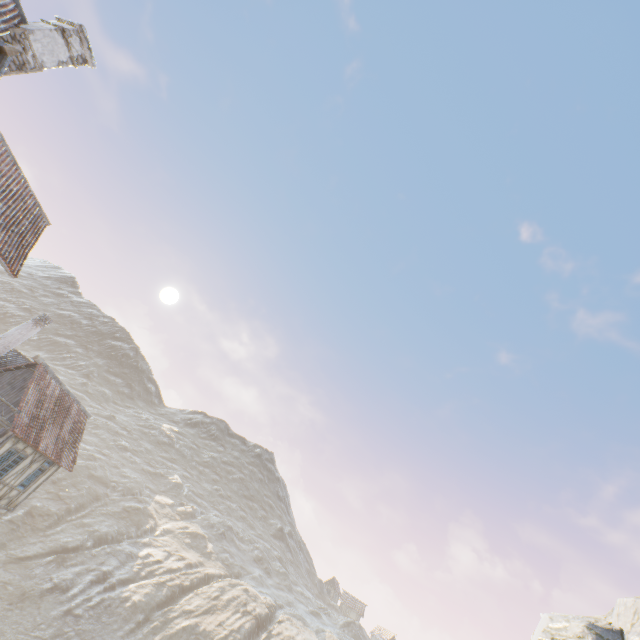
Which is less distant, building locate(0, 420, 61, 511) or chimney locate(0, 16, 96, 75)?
chimney locate(0, 16, 96, 75)

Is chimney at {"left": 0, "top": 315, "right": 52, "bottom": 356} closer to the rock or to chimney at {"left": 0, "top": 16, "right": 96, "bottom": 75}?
the rock

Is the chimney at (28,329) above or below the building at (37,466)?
above

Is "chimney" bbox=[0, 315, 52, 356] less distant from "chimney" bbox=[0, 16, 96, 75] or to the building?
the building

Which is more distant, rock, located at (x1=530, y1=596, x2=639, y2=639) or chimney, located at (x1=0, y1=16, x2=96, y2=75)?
rock, located at (x1=530, y1=596, x2=639, y2=639)

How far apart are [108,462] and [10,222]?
58.8m

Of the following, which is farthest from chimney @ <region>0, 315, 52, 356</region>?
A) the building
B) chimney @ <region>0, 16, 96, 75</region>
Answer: chimney @ <region>0, 16, 96, 75</region>

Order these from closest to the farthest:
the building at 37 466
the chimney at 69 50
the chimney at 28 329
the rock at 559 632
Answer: the chimney at 69 50
the rock at 559 632
the building at 37 466
the chimney at 28 329
